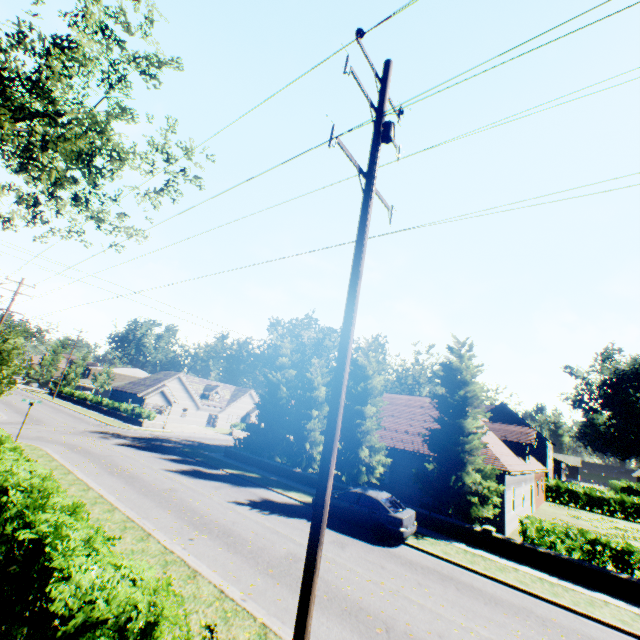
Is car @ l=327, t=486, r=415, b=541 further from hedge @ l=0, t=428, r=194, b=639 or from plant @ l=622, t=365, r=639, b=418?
plant @ l=622, t=365, r=639, b=418

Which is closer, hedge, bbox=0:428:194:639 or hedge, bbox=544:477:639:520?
hedge, bbox=0:428:194:639

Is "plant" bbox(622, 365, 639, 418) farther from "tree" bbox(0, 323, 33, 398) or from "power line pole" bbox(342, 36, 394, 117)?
"power line pole" bbox(342, 36, 394, 117)

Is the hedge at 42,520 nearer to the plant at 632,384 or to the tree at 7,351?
the tree at 7,351

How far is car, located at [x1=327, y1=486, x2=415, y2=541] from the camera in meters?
13.4

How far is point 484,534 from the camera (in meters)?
14.92

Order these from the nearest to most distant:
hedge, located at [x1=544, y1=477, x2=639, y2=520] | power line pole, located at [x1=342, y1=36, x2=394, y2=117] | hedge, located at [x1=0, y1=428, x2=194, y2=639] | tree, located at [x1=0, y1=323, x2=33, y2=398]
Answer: hedge, located at [x1=0, y1=428, x2=194, y2=639]
power line pole, located at [x1=342, y1=36, x2=394, y2=117]
tree, located at [x1=0, y1=323, x2=33, y2=398]
hedge, located at [x1=544, y1=477, x2=639, y2=520]

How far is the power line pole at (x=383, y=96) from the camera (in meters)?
6.10
